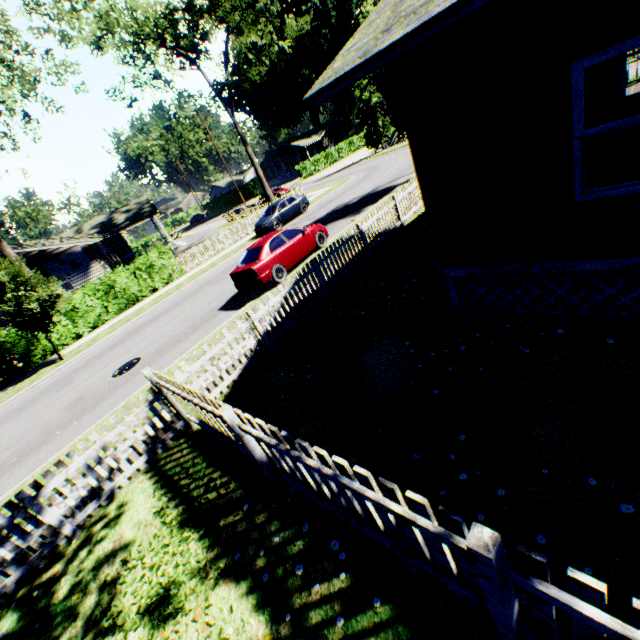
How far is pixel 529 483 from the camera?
3.52m

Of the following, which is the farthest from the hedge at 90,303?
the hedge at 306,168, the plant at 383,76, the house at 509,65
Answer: the hedge at 306,168

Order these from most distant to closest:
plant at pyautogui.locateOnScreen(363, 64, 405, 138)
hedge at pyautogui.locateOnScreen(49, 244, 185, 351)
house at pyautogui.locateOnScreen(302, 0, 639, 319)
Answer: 1. hedge at pyautogui.locateOnScreen(49, 244, 185, 351)
2. plant at pyautogui.locateOnScreen(363, 64, 405, 138)
3. house at pyautogui.locateOnScreen(302, 0, 639, 319)

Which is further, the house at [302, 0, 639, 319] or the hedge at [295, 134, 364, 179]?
the hedge at [295, 134, 364, 179]

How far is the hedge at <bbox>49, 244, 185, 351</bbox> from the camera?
18.3 meters

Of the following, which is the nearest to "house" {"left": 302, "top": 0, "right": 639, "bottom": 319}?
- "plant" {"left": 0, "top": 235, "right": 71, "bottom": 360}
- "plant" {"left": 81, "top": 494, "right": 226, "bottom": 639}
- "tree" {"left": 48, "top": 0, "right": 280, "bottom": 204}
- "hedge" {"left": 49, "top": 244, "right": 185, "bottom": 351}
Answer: "plant" {"left": 81, "top": 494, "right": 226, "bottom": 639}

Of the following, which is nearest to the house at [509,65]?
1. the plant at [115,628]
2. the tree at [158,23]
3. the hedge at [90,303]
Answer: the plant at [115,628]

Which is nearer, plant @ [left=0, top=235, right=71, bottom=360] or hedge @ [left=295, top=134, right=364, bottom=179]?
plant @ [left=0, top=235, right=71, bottom=360]
